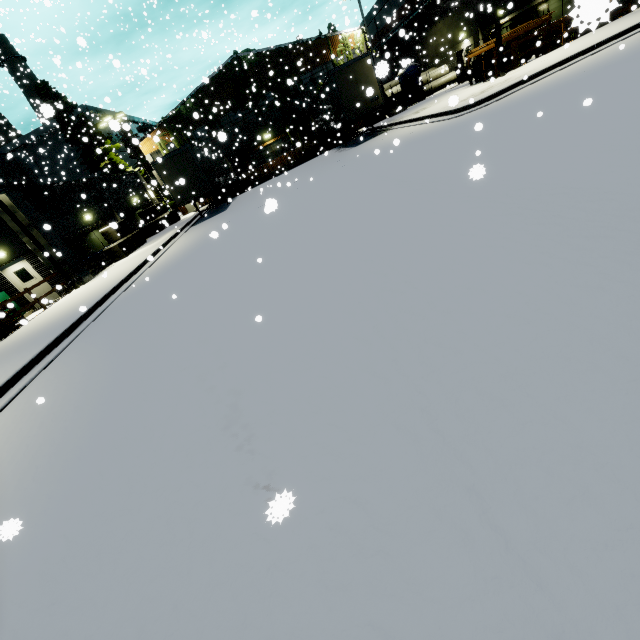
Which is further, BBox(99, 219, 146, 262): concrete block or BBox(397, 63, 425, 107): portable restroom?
BBox(397, 63, 425, 107): portable restroom

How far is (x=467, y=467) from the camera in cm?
193

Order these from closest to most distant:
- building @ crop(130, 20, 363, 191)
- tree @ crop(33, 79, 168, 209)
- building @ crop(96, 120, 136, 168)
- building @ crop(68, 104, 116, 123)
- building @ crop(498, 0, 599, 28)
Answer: building @ crop(498, 0, 599, 28) → tree @ crop(33, 79, 168, 209) → building @ crop(130, 20, 363, 191) → building @ crop(96, 120, 136, 168) → building @ crop(68, 104, 116, 123)

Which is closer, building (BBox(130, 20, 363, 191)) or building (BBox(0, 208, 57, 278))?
building (BBox(0, 208, 57, 278))

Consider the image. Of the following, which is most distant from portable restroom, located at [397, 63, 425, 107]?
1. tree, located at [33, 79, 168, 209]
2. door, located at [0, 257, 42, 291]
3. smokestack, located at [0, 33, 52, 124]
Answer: door, located at [0, 257, 42, 291]

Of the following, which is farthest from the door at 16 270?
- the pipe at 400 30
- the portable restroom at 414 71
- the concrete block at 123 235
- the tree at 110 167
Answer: the portable restroom at 414 71

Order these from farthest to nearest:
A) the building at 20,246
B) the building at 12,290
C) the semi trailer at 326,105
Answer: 1. the semi trailer at 326,105
2. the building at 12,290
3. the building at 20,246

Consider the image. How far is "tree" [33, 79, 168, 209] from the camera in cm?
2734
